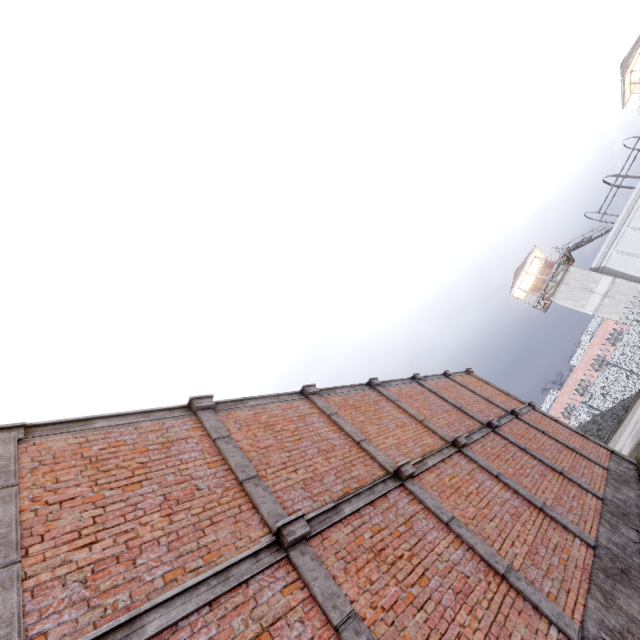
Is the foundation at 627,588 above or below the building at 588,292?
below

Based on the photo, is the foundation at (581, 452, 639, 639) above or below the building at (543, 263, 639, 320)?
below

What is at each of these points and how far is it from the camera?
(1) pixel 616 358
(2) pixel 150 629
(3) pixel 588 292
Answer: (1) fence, 26.98m
(2) trim, 2.98m
(3) building, 34.19m

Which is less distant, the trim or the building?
the trim

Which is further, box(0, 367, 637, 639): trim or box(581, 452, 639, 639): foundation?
box(581, 452, 639, 639): foundation

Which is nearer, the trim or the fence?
the trim

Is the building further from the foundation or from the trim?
the foundation

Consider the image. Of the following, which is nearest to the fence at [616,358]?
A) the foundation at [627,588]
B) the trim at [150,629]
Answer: the trim at [150,629]
